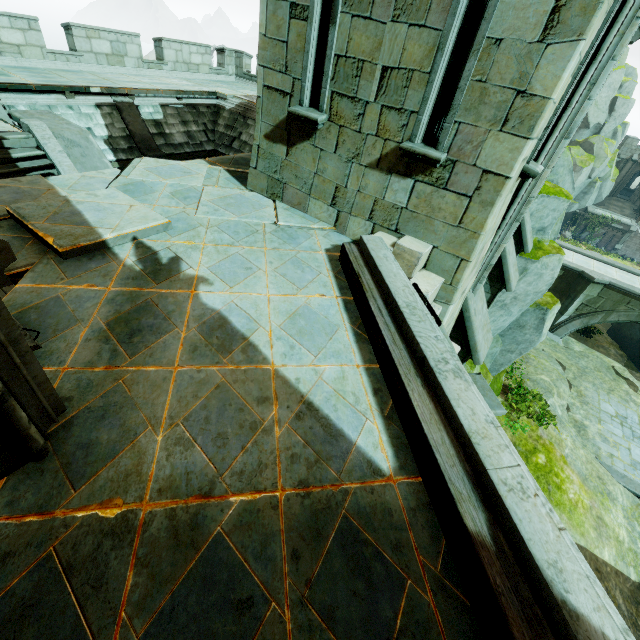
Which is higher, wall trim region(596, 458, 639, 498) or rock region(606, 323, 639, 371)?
rock region(606, 323, 639, 371)

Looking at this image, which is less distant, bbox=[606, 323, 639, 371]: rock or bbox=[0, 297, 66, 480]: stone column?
bbox=[0, 297, 66, 480]: stone column

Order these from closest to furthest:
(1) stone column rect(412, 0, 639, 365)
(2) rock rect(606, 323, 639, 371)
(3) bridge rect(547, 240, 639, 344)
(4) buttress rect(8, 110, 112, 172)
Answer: (1) stone column rect(412, 0, 639, 365), (4) buttress rect(8, 110, 112, 172), (3) bridge rect(547, 240, 639, 344), (2) rock rect(606, 323, 639, 371)

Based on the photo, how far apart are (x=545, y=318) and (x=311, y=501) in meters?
14.4

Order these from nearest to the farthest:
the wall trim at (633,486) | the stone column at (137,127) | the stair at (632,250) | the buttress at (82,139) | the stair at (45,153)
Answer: the stair at (45,153) < the buttress at (82,139) < the stone column at (137,127) < the wall trim at (633,486) < the stair at (632,250)

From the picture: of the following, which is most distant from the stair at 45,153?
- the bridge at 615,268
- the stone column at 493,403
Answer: the bridge at 615,268

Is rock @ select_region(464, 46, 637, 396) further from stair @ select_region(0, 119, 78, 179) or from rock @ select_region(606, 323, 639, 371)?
stair @ select_region(0, 119, 78, 179)

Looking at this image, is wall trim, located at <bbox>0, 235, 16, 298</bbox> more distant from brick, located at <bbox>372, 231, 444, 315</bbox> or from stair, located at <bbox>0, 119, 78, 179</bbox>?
brick, located at <bbox>372, 231, 444, 315</bbox>
